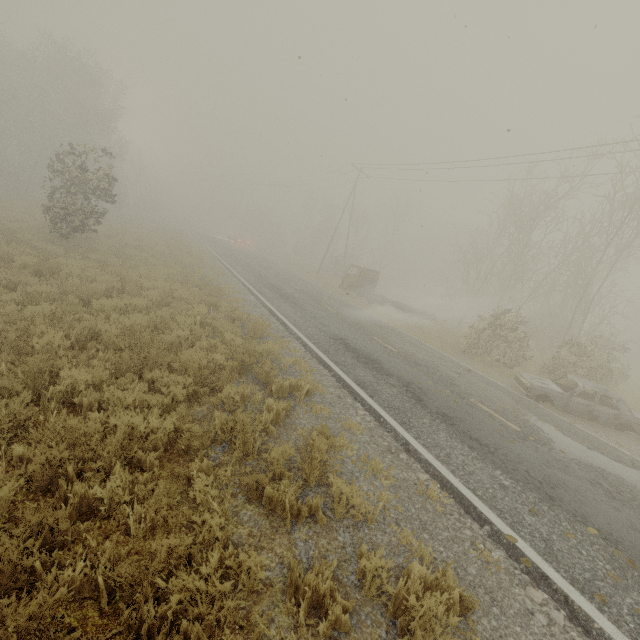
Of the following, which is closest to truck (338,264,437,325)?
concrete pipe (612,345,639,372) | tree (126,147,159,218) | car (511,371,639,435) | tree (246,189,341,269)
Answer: car (511,371,639,435)

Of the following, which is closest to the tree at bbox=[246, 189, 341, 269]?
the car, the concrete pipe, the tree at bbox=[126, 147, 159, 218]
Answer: the tree at bbox=[126, 147, 159, 218]

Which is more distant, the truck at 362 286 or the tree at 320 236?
the tree at 320 236

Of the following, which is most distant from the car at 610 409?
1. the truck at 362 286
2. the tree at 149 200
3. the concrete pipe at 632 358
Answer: the tree at 149 200

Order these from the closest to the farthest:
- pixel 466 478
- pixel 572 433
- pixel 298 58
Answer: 1. pixel 466 478
2. pixel 298 58
3. pixel 572 433

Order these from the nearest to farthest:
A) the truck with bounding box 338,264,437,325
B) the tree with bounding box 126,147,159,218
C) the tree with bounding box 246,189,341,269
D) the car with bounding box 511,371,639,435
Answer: Result:
the car with bounding box 511,371,639,435
the truck with bounding box 338,264,437,325
the tree with bounding box 126,147,159,218
the tree with bounding box 246,189,341,269

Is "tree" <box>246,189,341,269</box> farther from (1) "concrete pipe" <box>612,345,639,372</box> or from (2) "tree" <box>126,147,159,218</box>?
(1) "concrete pipe" <box>612,345,639,372</box>
